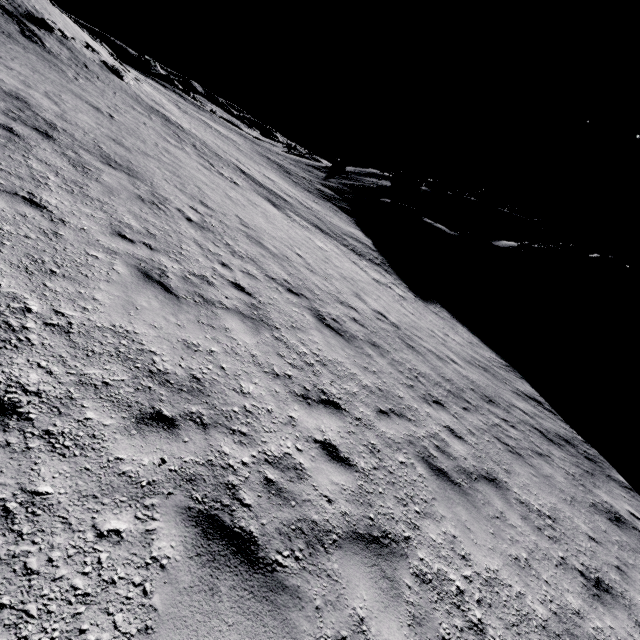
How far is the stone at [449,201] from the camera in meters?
50.1 m

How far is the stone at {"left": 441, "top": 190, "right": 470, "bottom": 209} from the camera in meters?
50.1

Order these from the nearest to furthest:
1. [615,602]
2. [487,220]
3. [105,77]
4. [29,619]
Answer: [29,619] → [615,602] → [105,77] → [487,220]
